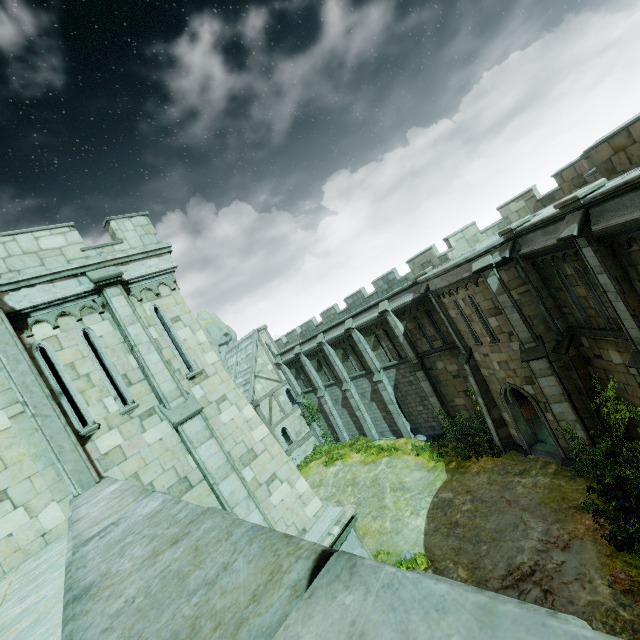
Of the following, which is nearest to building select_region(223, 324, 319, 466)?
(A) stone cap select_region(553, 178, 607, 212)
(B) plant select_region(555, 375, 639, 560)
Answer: (B) plant select_region(555, 375, 639, 560)

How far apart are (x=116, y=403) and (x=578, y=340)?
16.3m

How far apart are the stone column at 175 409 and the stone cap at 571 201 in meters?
12.1 m

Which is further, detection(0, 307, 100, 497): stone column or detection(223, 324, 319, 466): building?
detection(223, 324, 319, 466): building

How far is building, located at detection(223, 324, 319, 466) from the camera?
30.17m

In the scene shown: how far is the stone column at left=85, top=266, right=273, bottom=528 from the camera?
8.7 meters

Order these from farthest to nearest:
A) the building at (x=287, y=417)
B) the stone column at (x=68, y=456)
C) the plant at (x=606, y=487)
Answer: the building at (x=287, y=417)
the plant at (x=606, y=487)
the stone column at (x=68, y=456)

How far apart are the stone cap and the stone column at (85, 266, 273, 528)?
12.1 meters
